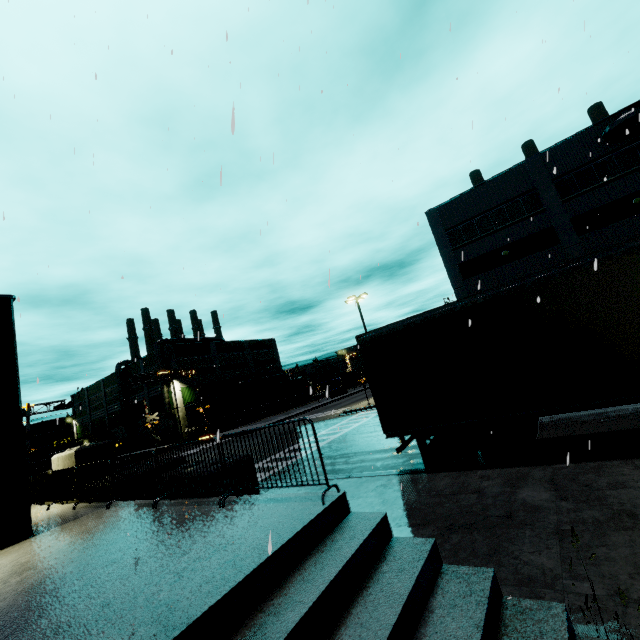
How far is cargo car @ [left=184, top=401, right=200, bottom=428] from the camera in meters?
45.4 m

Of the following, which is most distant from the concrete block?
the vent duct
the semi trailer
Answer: the vent duct

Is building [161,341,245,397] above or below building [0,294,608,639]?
above

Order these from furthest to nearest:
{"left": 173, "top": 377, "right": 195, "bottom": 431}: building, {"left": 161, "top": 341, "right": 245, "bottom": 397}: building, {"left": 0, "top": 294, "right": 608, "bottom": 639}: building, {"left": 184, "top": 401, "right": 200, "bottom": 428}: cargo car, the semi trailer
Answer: {"left": 161, "top": 341, "right": 245, "bottom": 397}: building → {"left": 173, "top": 377, "right": 195, "bottom": 431}: building → {"left": 184, "top": 401, "right": 200, "bottom": 428}: cargo car → the semi trailer → {"left": 0, "top": 294, "right": 608, "bottom": 639}: building

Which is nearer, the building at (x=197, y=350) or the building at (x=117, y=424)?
the building at (x=117, y=424)

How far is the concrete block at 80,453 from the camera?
9.0m

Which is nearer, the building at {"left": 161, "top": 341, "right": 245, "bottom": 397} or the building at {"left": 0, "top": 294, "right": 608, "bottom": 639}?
the building at {"left": 0, "top": 294, "right": 608, "bottom": 639}

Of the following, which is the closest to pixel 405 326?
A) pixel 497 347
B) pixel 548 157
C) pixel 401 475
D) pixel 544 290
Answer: pixel 497 347
